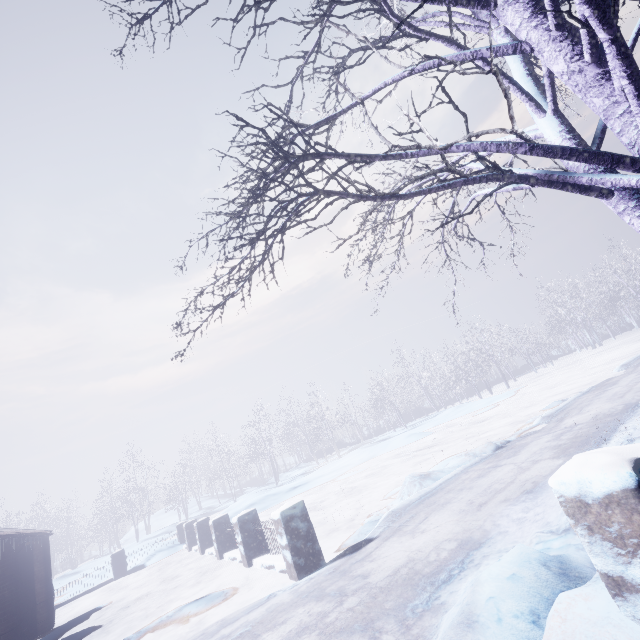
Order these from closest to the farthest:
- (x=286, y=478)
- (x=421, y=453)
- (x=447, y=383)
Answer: (x=421, y=453) < (x=447, y=383) < (x=286, y=478)

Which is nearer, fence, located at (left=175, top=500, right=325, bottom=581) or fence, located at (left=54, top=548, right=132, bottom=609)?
fence, located at (left=175, top=500, right=325, bottom=581)

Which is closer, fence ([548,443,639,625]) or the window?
fence ([548,443,639,625])

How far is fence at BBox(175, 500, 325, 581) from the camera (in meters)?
4.73

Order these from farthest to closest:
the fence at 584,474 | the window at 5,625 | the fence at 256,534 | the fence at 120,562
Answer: the fence at 120,562
the window at 5,625
the fence at 256,534
the fence at 584,474

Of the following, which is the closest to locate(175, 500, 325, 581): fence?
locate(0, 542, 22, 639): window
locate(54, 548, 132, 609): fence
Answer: locate(54, 548, 132, 609): fence

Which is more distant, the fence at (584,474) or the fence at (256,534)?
the fence at (256,534)

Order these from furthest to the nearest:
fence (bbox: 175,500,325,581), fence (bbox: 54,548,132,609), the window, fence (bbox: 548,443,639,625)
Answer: fence (bbox: 54,548,132,609) → the window → fence (bbox: 175,500,325,581) → fence (bbox: 548,443,639,625)
